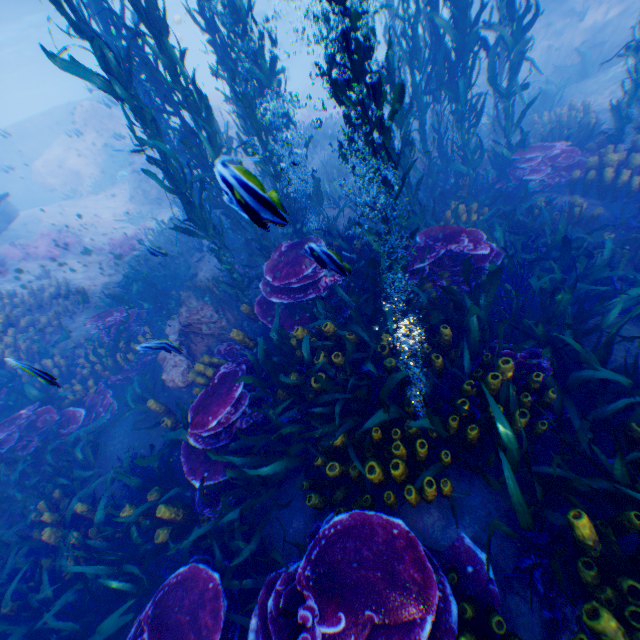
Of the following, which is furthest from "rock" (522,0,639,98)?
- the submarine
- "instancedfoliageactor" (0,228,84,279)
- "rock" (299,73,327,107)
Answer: "instancedfoliageactor" (0,228,84,279)

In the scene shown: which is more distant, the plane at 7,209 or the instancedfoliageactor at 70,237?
the instancedfoliageactor at 70,237

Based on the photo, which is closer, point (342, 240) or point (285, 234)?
point (342, 240)

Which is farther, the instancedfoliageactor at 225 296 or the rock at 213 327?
the rock at 213 327

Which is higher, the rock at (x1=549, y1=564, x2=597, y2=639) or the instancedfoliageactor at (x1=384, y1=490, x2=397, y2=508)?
the instancedfoliageactor at (x1=384, y1=490, x2=397, y2=508)

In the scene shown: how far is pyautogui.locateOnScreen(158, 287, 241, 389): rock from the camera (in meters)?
5.85

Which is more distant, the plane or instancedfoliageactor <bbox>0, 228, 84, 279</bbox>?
instancedfoliageactor <bbox>0, 228, 84, 279</bbox>

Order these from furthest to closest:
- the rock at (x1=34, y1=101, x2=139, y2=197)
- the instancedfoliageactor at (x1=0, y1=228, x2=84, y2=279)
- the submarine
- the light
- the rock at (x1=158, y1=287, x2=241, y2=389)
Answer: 1. the light
2. the submarine
3. the rock at (x1=34, y1=101, x2=139, y2=197)
4. the instancedfoliageactor at (x1=0, y1=228, x2=84, y2=279)
5. the rock at (x1=158, y1=287, x2=241, y2=389)
